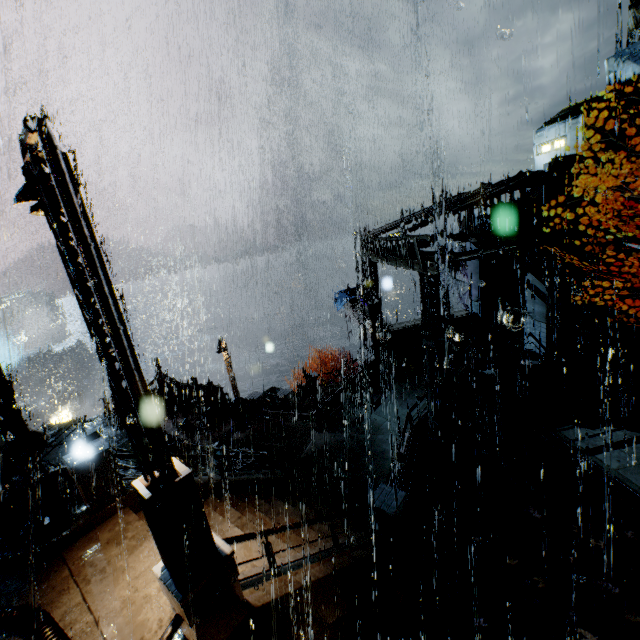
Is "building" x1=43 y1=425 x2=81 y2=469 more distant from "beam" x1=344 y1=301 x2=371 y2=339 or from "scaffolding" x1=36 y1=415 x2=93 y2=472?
"scaffolding" x1=36 y1=415 x2=93 y2=472

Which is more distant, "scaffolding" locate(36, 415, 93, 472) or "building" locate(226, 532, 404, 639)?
"scaffolding" locate(36, 415, 93, 472)

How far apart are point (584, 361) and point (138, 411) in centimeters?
1872cm

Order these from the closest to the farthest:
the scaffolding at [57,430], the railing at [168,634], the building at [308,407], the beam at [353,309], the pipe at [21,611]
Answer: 1. the railing at [168,634]
2. the pipe at [21,611]
3. the scaffolding at [57,430]
4. the building at [308,407]
5. the beam at [353,309]

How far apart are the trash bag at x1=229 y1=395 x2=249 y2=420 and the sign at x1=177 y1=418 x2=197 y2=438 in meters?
1.7 m

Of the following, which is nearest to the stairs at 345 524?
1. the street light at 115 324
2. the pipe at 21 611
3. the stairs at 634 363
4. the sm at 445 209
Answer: the pipe at 21 611

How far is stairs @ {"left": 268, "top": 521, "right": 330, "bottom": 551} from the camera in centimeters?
810cm

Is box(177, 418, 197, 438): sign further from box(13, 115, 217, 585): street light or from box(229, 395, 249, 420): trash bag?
box(13, 115, 217, 585): street light
